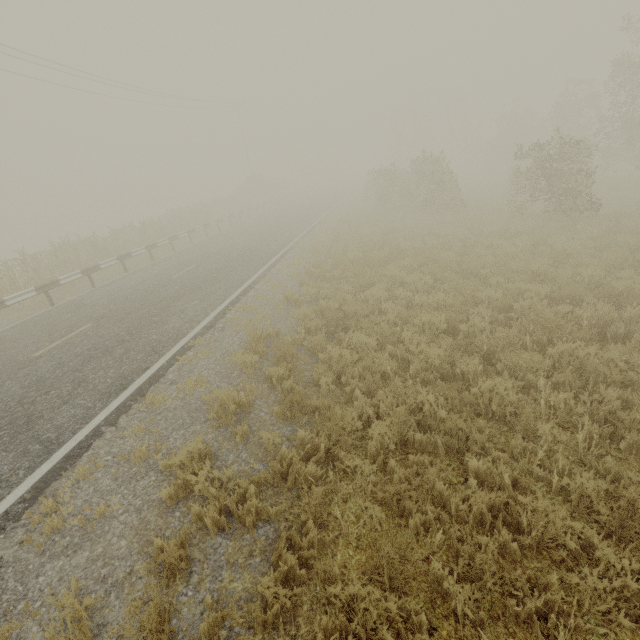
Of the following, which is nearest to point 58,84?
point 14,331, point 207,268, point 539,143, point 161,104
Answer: point 161,104
